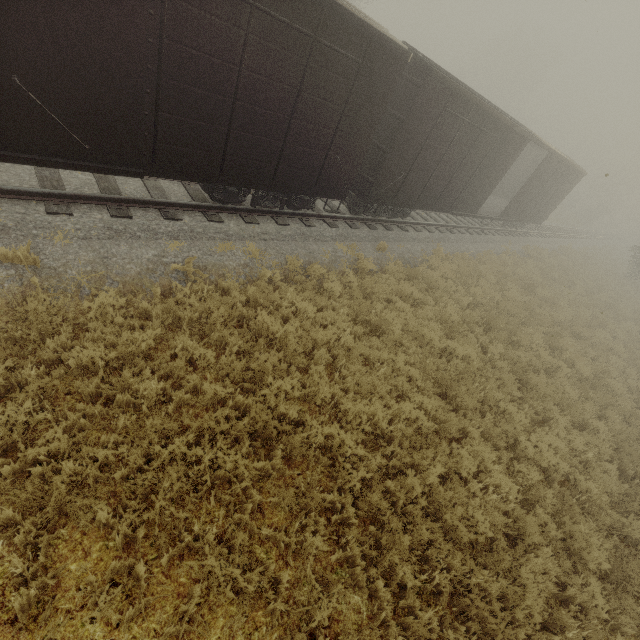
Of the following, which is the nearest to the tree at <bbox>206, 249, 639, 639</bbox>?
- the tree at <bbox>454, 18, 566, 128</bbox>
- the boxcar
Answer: the boxcar

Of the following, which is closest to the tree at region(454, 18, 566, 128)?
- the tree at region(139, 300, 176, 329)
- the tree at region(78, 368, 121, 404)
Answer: the tree at region(139, 300, 176, 329)

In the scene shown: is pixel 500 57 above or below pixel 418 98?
above

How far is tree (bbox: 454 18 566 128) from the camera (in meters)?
47.52

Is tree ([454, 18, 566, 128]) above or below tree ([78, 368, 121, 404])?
above

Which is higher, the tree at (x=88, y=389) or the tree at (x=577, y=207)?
the tree at (x=577, y=207)

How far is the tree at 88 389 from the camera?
4.36m

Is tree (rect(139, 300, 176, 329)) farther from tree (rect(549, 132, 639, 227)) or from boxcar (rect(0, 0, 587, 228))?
tree (rect(549, 132, 639, 227))
